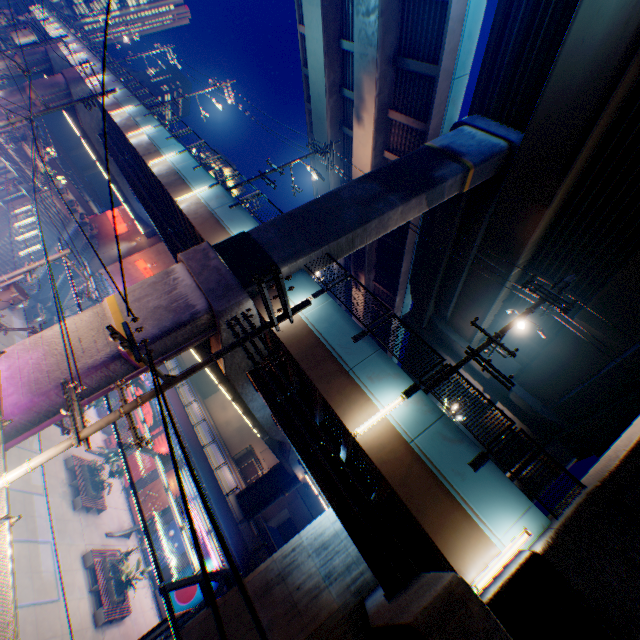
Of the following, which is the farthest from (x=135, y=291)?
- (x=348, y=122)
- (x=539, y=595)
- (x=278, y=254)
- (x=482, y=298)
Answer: (x=348, y=122)

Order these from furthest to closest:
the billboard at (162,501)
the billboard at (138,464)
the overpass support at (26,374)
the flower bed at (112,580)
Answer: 1. the billboard at (138,464)
2. the billboard at (162,501)
3. the flower bed at (112,580)
4. the overpass support at (26,374)

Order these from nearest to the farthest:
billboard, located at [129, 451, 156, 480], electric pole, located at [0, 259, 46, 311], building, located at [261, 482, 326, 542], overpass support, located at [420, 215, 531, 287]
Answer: electric pole, located at [0, 259, 46, 311] < overpass support, located at [420, 215, 531, 287] < billboard, located at [129, 451, 156, 480] < building, located at [261, 482, 326, 542]

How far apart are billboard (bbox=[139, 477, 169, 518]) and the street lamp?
26.9 meters

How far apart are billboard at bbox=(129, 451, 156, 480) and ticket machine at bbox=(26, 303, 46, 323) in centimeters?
1491cm

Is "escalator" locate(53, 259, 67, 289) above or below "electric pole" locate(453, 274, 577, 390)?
below

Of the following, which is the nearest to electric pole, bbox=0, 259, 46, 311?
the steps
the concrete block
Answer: the concrete block

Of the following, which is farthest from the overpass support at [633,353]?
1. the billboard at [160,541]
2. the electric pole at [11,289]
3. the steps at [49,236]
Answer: the billboard at [160,541]
